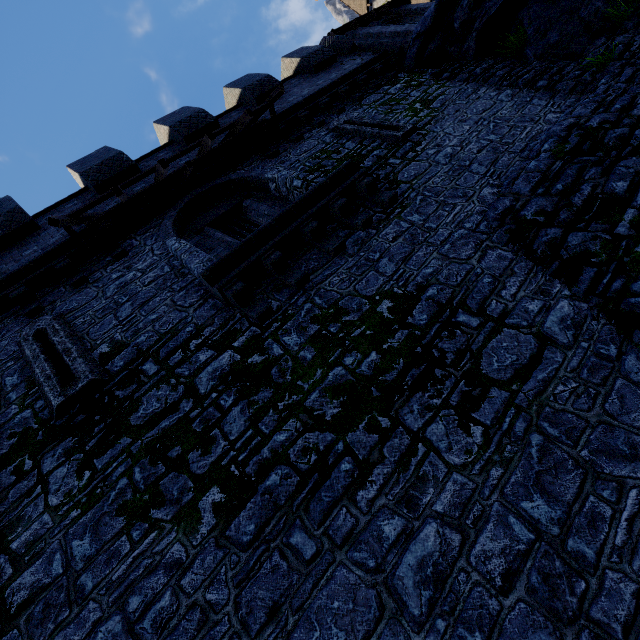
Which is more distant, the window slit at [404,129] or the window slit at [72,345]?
the window slit at [404,129]

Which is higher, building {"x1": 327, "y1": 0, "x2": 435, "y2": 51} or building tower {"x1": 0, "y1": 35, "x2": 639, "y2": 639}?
building {"x1": 327, "y1": 0, "x2": 435, "y2": 51}

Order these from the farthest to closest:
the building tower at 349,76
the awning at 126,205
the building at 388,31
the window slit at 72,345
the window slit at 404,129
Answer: the building at 388,31, the window slit at 404,129, the awning at 126,205, the window slit at 72,345, the building tower at 349,76

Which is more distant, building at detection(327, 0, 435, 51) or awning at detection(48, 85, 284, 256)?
building at detection(327, 0, 435, 51)

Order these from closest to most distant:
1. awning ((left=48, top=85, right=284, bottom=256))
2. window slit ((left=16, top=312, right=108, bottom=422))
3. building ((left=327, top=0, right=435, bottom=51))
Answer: window slit ((left=16, top=312, right=108, bottom=422))
awning ((left=48, top=85, right=284, bottom=256))
building ((left=327, top=0, right=435, bottom=51))

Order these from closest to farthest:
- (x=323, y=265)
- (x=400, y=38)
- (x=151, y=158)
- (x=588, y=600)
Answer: (x=588, y=600) → (x=323, y=265) → (x=151, y=158) → (x=400, y=38)

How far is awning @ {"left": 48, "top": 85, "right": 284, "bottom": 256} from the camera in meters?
6.6

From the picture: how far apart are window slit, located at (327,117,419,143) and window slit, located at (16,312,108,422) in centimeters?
829cm
